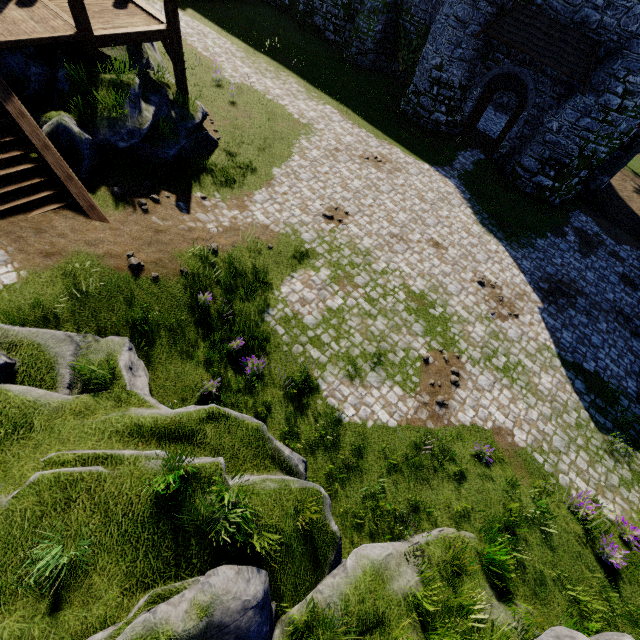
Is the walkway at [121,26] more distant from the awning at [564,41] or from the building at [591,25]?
the building at [591,25]

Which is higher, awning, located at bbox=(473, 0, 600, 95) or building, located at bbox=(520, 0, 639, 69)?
building, located at bbox=(520, 0, 639, 69)

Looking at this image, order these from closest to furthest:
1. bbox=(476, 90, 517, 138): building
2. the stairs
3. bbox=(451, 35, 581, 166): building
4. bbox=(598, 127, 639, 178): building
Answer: the stairs → bbox=(451, 35, 581, 166): building → bbox=(598, 127, 639, 178): building → bbox=(476, 90, 517, 138): building

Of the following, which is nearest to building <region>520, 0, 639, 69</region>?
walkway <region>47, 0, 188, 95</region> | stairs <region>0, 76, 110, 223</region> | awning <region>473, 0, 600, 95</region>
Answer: awning <region>473, 0, 600, 95</region>

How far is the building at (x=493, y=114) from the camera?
22.94m

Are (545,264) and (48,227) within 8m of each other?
no

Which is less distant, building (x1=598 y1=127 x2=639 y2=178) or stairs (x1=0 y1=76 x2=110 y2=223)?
stairs (x1=0 y1=76 x2=110 y2=223)

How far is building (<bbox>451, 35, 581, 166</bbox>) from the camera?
16.58m
